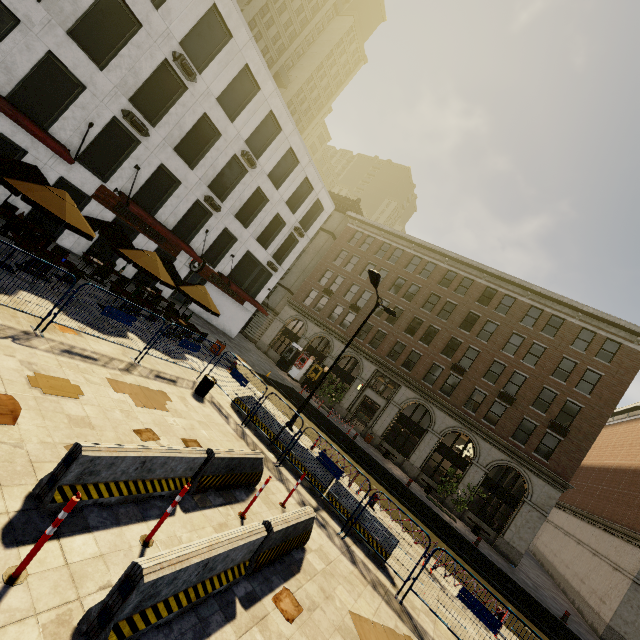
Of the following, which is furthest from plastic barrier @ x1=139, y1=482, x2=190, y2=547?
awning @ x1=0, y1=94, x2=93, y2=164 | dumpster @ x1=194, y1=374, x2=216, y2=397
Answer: awning @ x1=0, y1=94, x2=93, y2=164

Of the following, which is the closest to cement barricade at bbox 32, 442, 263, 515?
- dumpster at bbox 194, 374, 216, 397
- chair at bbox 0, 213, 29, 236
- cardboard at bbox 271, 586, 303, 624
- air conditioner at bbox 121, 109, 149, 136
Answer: cardboard at bbox 271, 586, 303, 624

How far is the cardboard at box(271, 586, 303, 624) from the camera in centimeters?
509cm

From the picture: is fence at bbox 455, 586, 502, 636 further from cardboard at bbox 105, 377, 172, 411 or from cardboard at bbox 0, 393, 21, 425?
cardboard at bbox 0, 393, 21, 425

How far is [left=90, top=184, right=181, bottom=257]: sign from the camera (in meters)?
17.17

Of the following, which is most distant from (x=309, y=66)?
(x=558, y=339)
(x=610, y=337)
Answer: (x=610, y=337)

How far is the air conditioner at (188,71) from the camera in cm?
1639

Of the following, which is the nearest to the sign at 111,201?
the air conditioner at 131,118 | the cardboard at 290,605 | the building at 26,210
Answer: the building at 26,210
